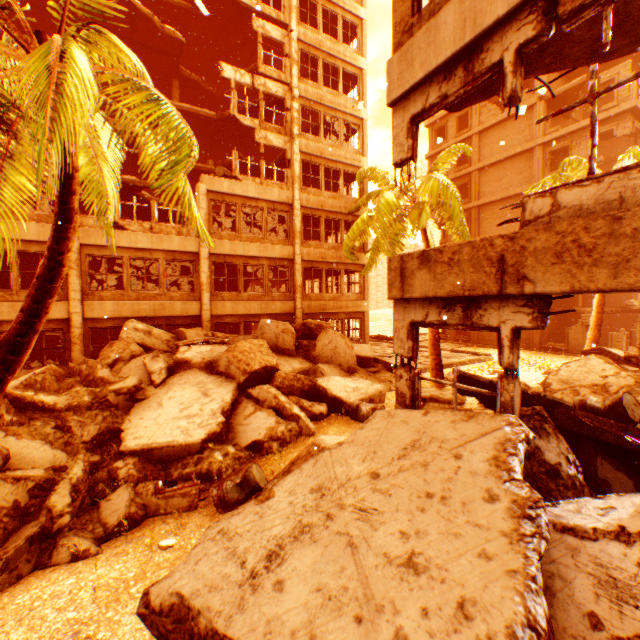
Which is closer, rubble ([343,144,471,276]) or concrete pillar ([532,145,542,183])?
rubble ([343,144,471,276])

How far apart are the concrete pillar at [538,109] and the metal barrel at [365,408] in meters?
25.9

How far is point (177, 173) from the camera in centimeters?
359cm

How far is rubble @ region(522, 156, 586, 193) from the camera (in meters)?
14.97

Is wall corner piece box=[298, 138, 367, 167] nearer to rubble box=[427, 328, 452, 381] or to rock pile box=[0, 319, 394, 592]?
rubble box=[427, 328, 452, 381]

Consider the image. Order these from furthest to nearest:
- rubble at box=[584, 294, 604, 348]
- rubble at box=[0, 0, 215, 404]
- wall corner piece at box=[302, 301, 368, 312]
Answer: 1. wall corner piece at box=[302, 301, 368, 312]
2. rubble at box=[584, 294, 604, 348]
3. rubble at box=[0, 0, 215, 404]

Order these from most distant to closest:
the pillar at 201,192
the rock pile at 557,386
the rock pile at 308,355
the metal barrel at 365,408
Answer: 1. the pillar at 201,192
2. the metal barrel at 365,408
3. the rock pile at 557,386
4. the rock pile at 308,355

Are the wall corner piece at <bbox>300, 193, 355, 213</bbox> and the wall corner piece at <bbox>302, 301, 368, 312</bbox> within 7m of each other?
yes
